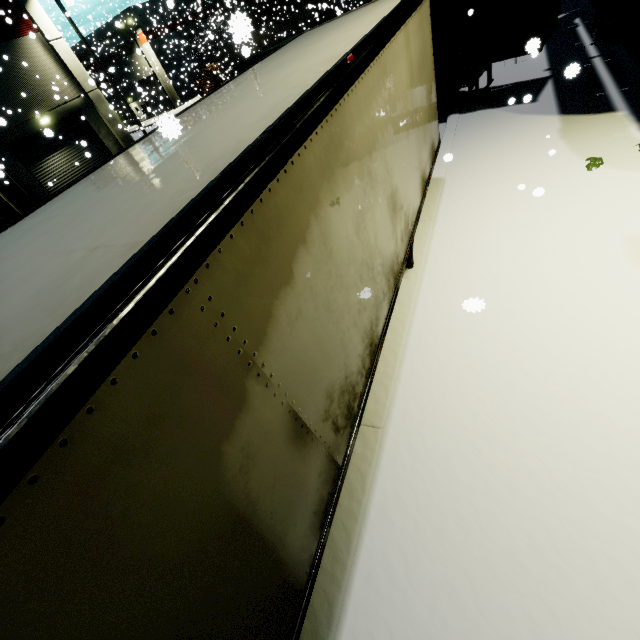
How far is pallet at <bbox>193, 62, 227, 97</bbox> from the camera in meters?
41.5 m

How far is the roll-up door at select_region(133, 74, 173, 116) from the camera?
26.9 meters

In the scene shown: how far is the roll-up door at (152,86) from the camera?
26.87m

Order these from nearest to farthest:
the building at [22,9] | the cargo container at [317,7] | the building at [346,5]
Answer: the building at [22,9]
the cargo container at [317,7]
the building at [346,5]

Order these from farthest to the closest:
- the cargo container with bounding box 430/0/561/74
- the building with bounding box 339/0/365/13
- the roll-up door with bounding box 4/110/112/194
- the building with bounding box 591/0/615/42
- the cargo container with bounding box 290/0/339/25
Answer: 1. the building with bounding box 339/0/365/13
2. the cargo container with bounding box 290/0/339/25
3. the roll-up door with bounding box 4/110/112/194
4. the building with bounding box 591/0/615/42
5. the cargo container with bounding box 430/0/561/74

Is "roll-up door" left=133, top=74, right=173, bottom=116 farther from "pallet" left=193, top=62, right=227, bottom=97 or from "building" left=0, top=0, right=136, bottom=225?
"pallet" left=193, top=62, right=227, bottom=97

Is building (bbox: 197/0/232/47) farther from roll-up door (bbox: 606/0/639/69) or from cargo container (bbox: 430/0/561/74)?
cargo container (bbox: 430/0/561/74)

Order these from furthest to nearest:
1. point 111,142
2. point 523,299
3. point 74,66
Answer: point 111,142, point 74,66, point 523,299
